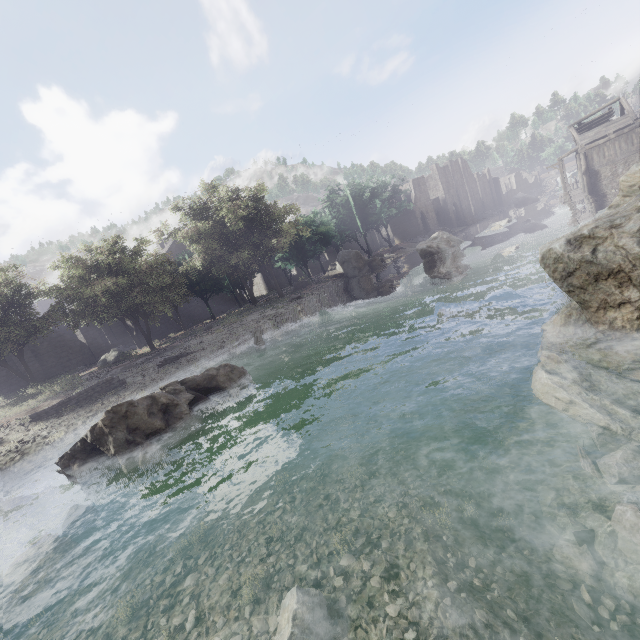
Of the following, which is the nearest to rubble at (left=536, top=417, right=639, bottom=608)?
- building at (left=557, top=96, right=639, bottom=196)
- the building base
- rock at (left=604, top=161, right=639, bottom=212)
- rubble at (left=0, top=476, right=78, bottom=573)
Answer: rock at (left=604, top=161, right=639, bottom=212)

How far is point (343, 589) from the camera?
4.28m

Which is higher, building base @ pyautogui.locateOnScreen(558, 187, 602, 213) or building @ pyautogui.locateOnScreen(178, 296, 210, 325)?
building @ pyautogui.locateOnScreen(178, 296, 210, 325)

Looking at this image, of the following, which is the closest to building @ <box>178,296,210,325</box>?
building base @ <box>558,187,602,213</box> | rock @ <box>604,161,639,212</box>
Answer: building base @ <box>558,187,602,213</box>

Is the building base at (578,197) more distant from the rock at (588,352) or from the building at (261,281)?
the rock at (588,352)

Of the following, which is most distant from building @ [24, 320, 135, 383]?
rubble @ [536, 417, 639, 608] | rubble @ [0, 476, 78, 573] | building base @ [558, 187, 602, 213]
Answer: rubble @ [0, 476, 78, 573]

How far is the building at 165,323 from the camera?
36.9m

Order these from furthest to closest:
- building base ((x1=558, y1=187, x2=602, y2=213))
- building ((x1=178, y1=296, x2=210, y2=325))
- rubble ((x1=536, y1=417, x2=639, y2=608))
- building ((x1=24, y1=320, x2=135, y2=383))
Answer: building ((x1=178, y1=296, x2=210, y2=325))
building base ((x1=558, y1=187, x2=602, y2=213))
building ((x1=24, y1=320, x2=135, y2=383))
rubble ((x1=536, y1=417, x2=639, y2=608))
